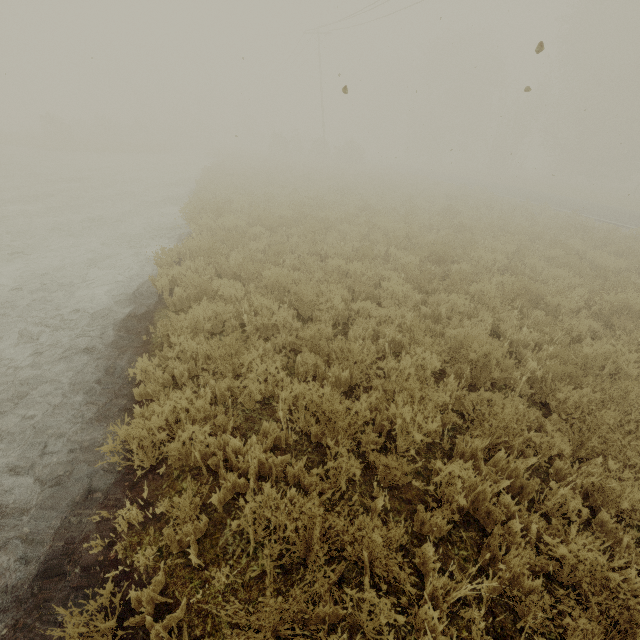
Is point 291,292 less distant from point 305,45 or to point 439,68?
point 305,45
